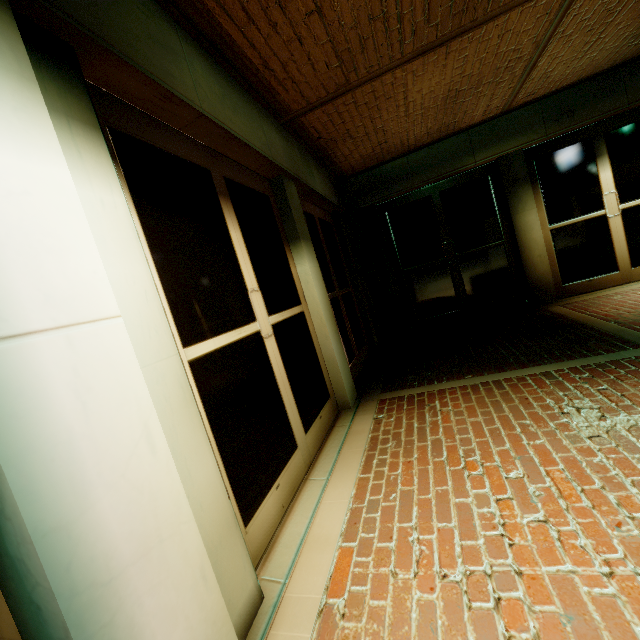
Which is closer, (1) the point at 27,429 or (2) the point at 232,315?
(1) the point at 27,429
